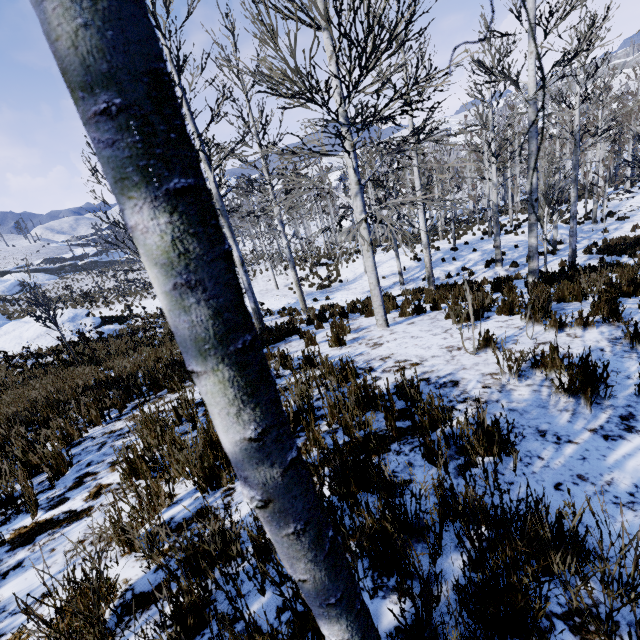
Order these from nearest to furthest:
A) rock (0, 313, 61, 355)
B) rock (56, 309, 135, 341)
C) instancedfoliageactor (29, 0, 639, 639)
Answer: instancedfoliageactor (29, 0, 639, 639) → rock (0, 313, 61, 355) → rock (56, 309, 135, 341)

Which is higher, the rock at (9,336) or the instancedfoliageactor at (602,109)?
the instancedfoliageactor at (602,109)

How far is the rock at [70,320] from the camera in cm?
1895

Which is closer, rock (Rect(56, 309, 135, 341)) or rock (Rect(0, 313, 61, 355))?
rock (Rect(0, 313, 61, 355))

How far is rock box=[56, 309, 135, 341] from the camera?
18.95m

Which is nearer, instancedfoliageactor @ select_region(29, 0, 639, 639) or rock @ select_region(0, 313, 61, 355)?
Answer: instancedfoliageactor @ select_region(29, 0, 639, 639)

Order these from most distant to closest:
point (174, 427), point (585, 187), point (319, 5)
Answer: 1. point (585, 187)
2. point (319, 5)
3. point (174, 427)
